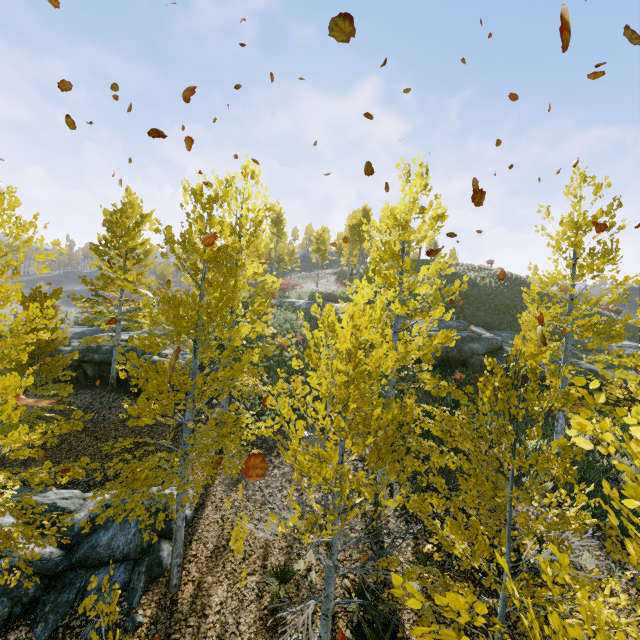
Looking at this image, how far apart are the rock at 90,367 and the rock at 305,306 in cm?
1208

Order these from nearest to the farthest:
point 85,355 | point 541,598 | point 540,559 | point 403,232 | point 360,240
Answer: point 540,559 → point 541,598 → point 403,232 → point 85,355 → point 360,240

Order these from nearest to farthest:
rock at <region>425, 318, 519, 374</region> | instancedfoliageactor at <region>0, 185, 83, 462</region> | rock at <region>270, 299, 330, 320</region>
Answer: instancedfoliageactor at <region>0, 185, 83, 462</region>
rock at <region>425, 318, 519, 374</region>
rock at <region>270, 299, 330, 320</region>

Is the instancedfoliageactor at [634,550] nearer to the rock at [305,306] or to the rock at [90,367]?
the rock at [90,367]

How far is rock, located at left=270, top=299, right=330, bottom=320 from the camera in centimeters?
2580cm

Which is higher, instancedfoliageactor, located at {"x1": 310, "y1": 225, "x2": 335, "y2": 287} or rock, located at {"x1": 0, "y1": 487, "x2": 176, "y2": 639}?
instancedfoliageactor, located at {"x1": 310, "y1": 225, "x2": 335, "y2": 287}

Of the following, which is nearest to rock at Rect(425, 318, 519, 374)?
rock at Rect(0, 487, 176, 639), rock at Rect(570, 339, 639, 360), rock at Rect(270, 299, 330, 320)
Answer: rock at Rect(570, 339, 639, 360)

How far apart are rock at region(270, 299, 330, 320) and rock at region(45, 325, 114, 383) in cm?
1208
